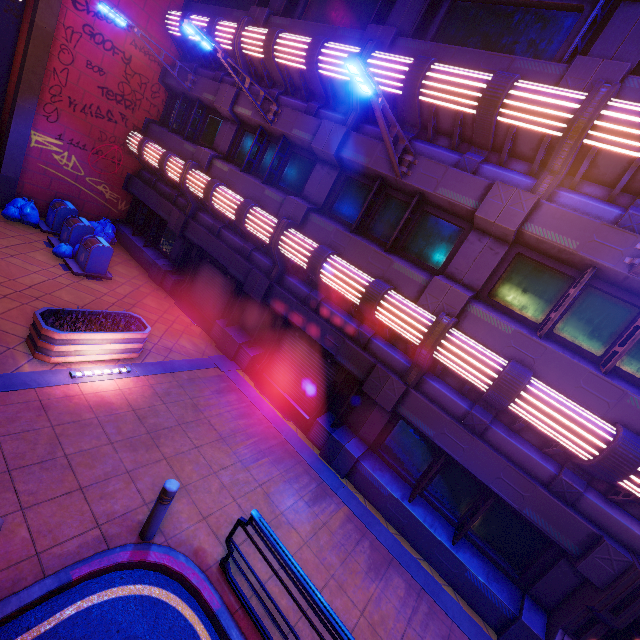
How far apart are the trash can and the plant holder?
5.2 meters

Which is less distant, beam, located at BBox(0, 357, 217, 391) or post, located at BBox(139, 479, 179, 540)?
post, located at BBox(139, 479, 179, 540)

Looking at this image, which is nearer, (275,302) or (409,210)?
(409,210)

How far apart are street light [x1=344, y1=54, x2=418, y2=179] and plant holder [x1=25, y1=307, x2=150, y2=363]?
7.05m

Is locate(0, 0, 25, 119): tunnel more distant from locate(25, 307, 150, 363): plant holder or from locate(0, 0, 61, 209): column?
locate(25, 307, 150, 363): plant holder

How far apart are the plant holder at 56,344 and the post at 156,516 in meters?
4.1

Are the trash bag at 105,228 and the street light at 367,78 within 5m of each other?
no

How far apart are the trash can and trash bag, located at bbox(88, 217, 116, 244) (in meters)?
0.94
